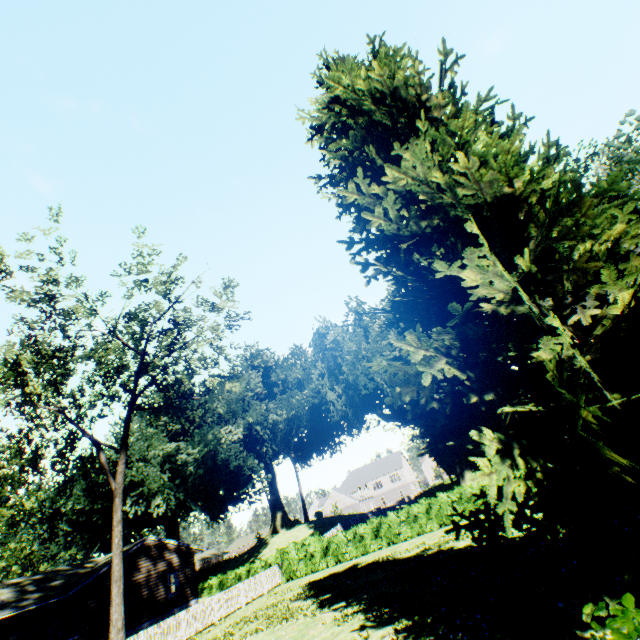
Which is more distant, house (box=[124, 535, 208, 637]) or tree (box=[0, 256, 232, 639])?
house (box=[124, 535, 208, 637])

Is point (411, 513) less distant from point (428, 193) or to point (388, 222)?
point (388, 222)

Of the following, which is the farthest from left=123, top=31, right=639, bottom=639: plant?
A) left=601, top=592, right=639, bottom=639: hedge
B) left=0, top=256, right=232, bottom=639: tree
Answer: left=0, top=256, right=232, bottom=639: tree

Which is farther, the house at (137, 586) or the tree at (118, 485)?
the house at (137, 586)

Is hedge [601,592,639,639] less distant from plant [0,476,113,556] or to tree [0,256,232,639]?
plant [0,476,113,556]

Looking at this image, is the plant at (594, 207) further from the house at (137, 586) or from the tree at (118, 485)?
the tree at (118, 485)

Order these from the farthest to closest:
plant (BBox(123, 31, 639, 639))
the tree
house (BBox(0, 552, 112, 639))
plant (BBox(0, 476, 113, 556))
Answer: plant (BBox(0, 476, 113, 556)) < house (BBox(0, 552, 112, 639)) < the tree < plant (BBox(123, 31, 639, 639))

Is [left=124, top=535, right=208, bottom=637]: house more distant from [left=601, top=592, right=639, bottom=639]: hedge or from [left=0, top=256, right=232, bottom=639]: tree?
[left=601, top=592, right=639, bottom=639]: hedge
